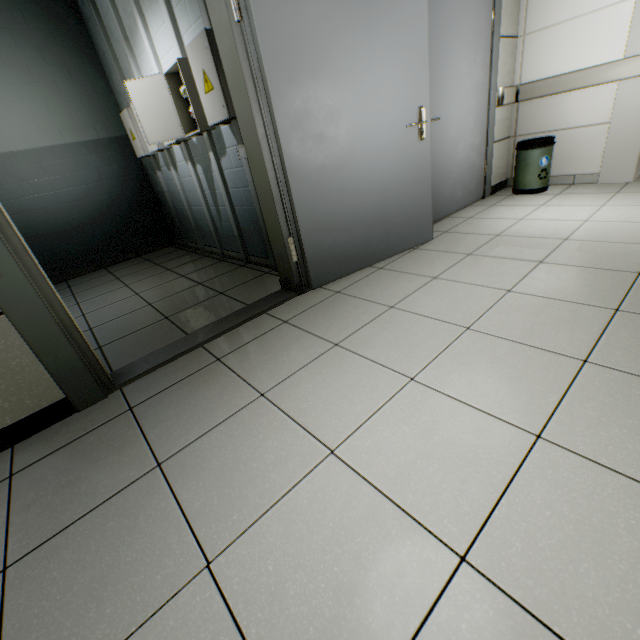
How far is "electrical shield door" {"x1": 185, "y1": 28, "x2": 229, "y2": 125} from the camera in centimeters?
218cm

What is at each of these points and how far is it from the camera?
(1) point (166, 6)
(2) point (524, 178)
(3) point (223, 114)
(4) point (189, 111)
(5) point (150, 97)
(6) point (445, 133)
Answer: (1) cable duct, 2.50m
(2) garbage can, 3.74m
(3) electrical shield door, 2.37m
(4) electrical shield, 2.97m
(5) electrical shield door, 2.87m
(6) door, 3.18m

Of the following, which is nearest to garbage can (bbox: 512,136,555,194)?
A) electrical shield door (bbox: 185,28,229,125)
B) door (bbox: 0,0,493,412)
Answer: door (bbox: 0,0,493,412)

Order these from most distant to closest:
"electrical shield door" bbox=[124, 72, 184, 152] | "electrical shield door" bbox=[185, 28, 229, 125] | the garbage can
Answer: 1. the garbage can
2. "electrical shield door" bbox=[124, 72, 184, 152]
3. "electrical shield door" bbox=[185, 28, 229, 125]

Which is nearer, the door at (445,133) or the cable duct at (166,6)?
the door at (445,133)

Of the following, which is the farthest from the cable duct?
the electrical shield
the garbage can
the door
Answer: the garbage can

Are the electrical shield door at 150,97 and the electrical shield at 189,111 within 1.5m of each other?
yes

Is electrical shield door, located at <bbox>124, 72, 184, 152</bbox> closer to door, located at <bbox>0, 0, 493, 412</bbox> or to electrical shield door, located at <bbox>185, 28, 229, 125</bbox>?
electrical shield door, located at <bbox>185, 28, 229, 125</bbox>
